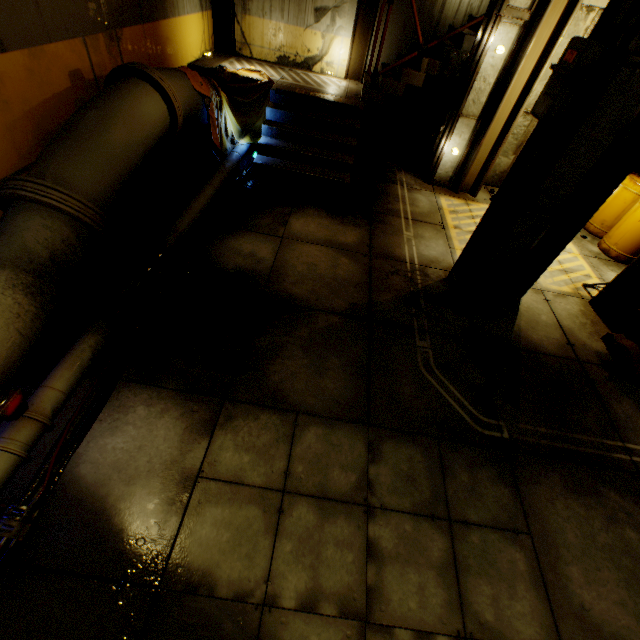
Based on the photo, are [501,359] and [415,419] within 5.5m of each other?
yes

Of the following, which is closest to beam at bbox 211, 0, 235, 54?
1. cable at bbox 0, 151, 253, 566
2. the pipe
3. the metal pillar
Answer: Result: the pipe

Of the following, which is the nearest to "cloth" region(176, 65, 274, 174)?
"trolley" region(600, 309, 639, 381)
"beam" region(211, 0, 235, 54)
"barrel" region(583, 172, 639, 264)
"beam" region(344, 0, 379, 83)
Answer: "beam" region(211, 0, 235, 54)

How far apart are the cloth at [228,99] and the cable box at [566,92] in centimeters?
488cm

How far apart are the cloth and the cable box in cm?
488

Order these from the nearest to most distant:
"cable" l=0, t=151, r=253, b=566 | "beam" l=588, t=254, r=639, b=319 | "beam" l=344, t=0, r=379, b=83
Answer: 1. "cable" l=0, t=151, r=253, b=566
2. "beam" l=588, t=254, r=639, b=319
3. "beam" l=344, t=0, r=379, b=83

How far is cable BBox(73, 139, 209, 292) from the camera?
4.20m

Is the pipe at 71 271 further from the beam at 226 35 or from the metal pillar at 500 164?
the metal pillar at 500 164
